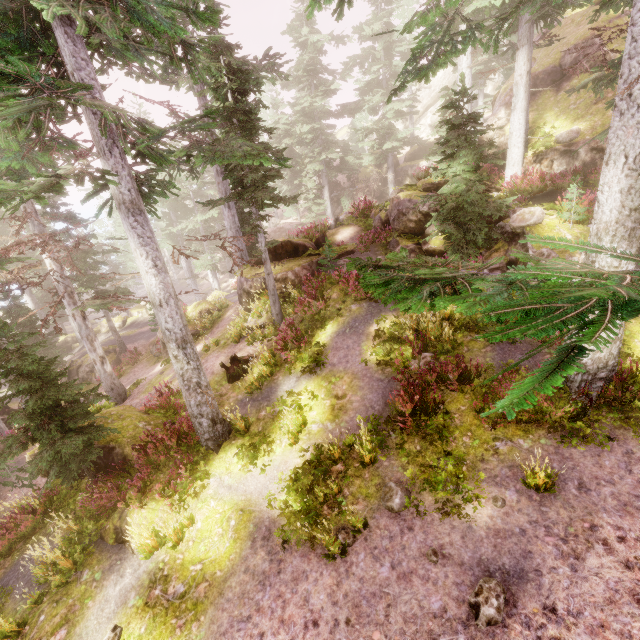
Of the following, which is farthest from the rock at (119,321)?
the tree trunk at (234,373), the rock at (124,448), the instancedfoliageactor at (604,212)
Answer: Result: the rock at (124,448)

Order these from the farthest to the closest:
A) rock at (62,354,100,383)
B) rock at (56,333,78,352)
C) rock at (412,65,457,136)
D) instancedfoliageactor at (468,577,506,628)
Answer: rock at (412,65,457,136), rock at (56,333,78,352), rock at (62,354,100,383), instancedfoliageactor at (468,577,506,628)

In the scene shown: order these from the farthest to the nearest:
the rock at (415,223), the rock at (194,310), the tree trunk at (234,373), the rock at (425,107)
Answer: the rock at (425,107) → the rock at (194,310) → the rock at (415,223) → the tree trunk at (234,373)

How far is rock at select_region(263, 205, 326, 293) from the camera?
15.6 meters

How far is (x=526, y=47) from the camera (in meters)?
13.23

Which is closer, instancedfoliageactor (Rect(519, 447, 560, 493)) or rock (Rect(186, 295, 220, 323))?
instancedfoliageactor (Rect(519, 447, 560, 493))
